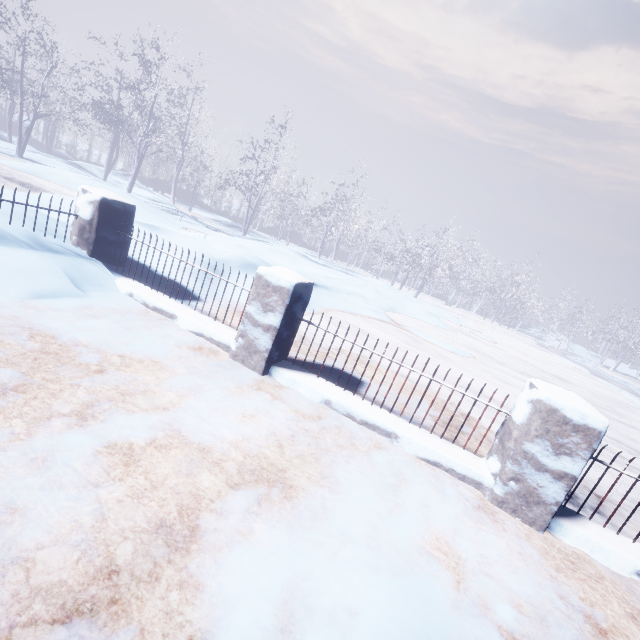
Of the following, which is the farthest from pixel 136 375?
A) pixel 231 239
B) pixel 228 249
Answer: pixel 231 239
